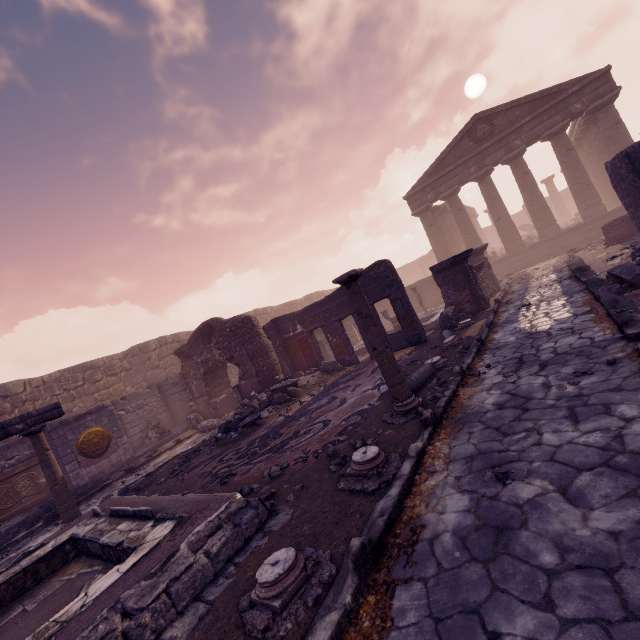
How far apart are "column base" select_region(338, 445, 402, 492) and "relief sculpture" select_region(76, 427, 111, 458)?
10.99m

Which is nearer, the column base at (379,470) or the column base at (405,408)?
the column base at (379,470)

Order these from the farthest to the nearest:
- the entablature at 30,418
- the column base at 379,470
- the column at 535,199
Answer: the column at 535,199 < the entablature at 30,418 < the column base at 379,470

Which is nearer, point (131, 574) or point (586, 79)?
point (131, 574)

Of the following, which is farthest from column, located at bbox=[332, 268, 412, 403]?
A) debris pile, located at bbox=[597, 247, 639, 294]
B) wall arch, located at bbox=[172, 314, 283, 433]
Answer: wall arch, located at bbox=[172, 314, 283, 433]

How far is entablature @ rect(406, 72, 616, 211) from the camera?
16.6m

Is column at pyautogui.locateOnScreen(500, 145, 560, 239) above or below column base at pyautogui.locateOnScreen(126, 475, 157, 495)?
above

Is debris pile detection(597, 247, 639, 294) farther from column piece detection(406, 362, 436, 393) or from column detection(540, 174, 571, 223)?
column detection(540, 174, 571, 223)
